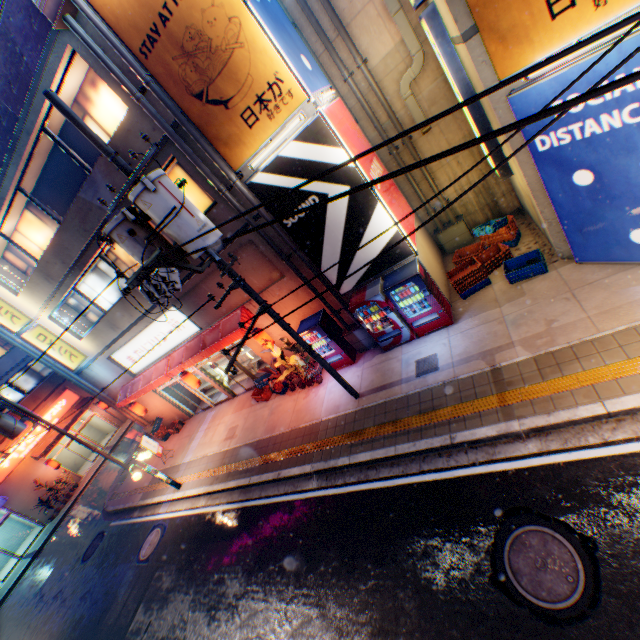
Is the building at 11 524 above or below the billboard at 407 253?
below

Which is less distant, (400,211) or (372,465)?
(372,465)

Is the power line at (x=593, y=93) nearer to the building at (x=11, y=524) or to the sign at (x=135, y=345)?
the sign at (x=135, y=345)

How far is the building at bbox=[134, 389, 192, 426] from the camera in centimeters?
1734cm

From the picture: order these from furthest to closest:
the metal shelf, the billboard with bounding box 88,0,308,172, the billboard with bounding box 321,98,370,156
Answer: the metal shelf
the billboard with bounding box 321,98,370,156
the billboard with bounding box 88,0,308,172

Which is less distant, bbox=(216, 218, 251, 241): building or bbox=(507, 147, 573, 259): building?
bbox=(507, 147, 573, 259): building

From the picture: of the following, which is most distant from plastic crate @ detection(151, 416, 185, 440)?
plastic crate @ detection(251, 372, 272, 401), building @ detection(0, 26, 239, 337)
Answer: plastic crate @ detection(251, 372, 272, 401)

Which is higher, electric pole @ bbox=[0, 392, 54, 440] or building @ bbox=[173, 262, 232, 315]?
electric pole @ bbox=[0, 392, 54, 440]
